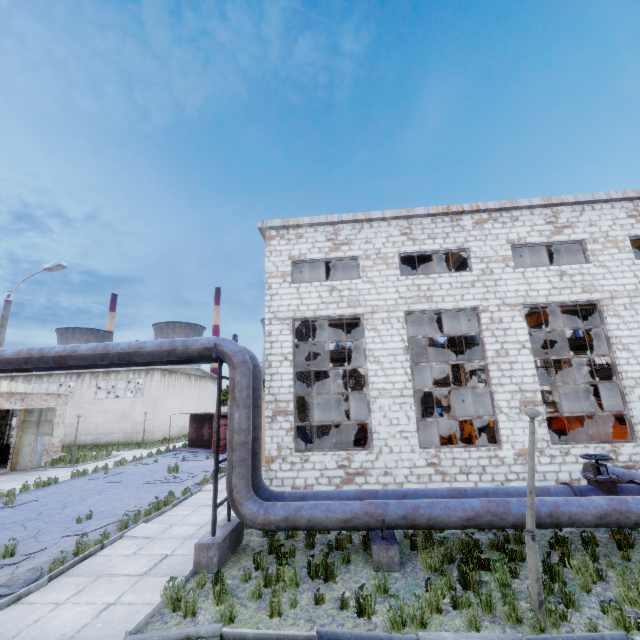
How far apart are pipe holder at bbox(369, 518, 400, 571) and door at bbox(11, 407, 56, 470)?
22.0m

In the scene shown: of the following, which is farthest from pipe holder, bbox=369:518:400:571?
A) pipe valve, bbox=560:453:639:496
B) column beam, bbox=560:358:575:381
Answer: column beam, bbox=560:358:575:381

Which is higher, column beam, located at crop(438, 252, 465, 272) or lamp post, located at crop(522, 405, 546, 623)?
column beam, located at crop(438, 252, 465, 272)

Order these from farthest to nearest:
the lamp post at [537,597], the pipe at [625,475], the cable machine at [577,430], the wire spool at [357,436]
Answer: the wire spool at [357,436] → the cable machine at [577,430] → the pipe at [625,475] → the lamp post at [537,597]

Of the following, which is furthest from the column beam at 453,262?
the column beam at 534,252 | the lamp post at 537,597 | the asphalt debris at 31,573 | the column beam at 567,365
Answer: the asphalt debris at 31,573

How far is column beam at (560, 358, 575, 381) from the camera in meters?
27.8

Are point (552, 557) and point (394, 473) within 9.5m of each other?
yes

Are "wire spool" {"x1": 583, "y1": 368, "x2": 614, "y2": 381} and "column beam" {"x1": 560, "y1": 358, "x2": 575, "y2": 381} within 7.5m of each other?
no
